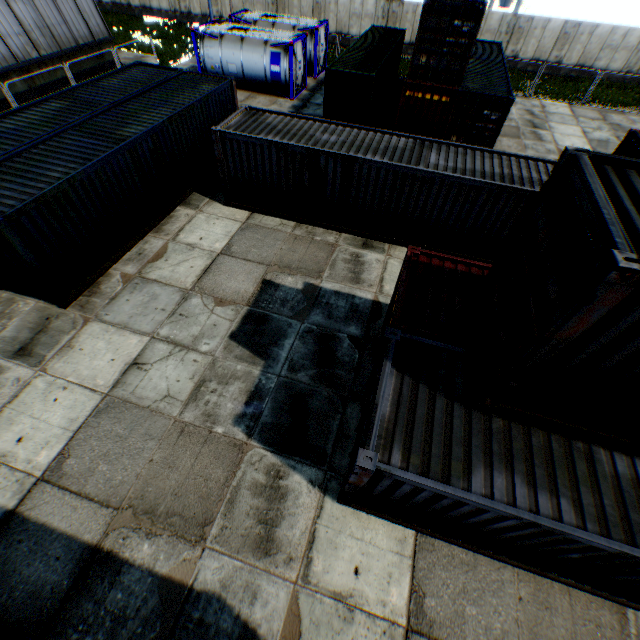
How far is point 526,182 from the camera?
10.2 meters

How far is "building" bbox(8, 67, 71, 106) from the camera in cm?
1772

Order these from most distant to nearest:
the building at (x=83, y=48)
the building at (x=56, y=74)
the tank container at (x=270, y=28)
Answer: the tank container at (x=270, y=28)
the building at (x=56, y=74)
the building at (x=83, y=48)

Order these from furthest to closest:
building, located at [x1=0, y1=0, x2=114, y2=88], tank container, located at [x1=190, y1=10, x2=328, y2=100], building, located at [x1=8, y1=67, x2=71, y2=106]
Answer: tank container, located at [x1=190, y1=10, x2=328, y2=100] → building, located at [x1=8, y1=67, x2=71, y2=106] → building, located at [x1=0, y1=0, x2=114, y2=88]

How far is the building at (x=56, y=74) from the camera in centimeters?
1772cm

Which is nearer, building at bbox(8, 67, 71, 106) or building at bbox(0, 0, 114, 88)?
building at bbox(0, 0, 114, 88)
